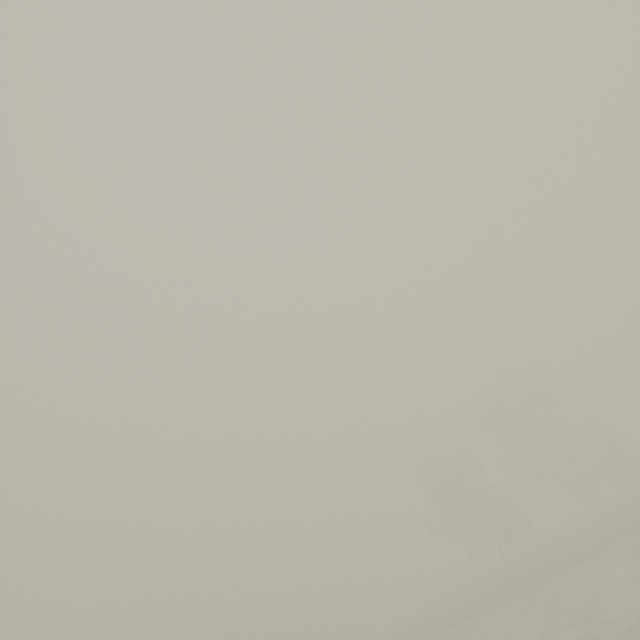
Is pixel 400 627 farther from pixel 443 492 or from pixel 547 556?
pixel 547 556
